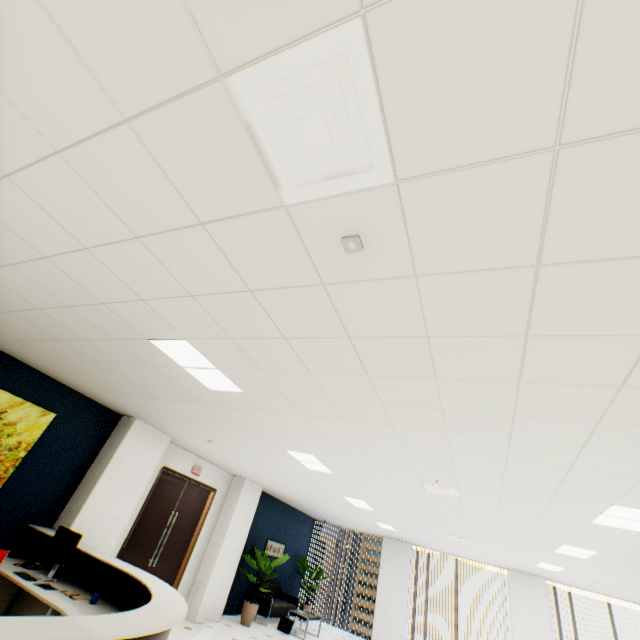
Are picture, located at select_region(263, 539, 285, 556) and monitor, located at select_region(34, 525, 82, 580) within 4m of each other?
no

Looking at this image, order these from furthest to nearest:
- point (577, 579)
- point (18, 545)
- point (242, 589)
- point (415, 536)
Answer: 1. point (415, 536)
2. point (242, 589)
3. point (577, 579)
4. point (18, 545)

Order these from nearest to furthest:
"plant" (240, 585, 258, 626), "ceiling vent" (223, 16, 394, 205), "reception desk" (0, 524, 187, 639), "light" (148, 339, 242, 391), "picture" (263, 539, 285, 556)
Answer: "ceiling vent" (223, 16, 394, 205)
"reception desk" (0, 524, 187, 639)
"light" (148, 339, 242, 391)
"plant" (240, 585, 258, 626)
"picture" (263, 539, 285, 556)

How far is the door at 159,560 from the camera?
6.5 meters

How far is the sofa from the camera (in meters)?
8.88

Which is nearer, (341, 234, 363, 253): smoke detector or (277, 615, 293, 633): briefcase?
(341, 234, 363, 253): smoke detector

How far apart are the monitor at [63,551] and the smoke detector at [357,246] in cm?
538

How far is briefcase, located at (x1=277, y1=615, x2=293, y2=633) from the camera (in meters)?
8.55
